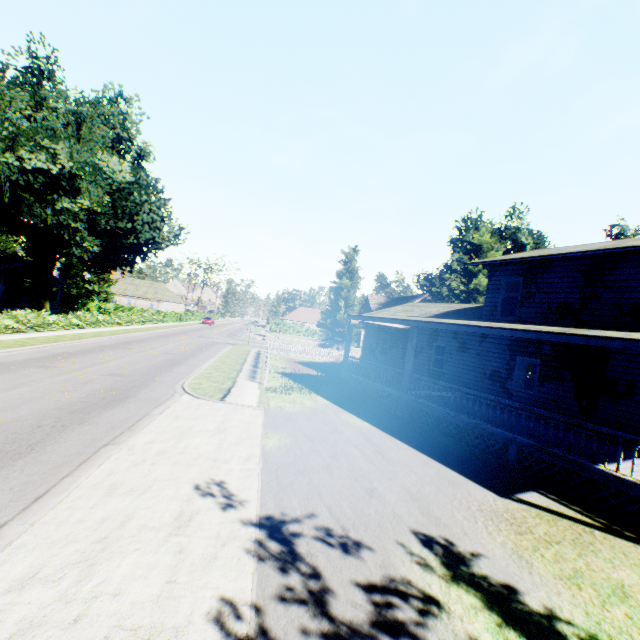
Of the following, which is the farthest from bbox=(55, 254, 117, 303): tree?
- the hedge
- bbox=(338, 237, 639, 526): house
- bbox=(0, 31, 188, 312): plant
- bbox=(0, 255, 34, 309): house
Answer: bbox=(338, 237, 639, 526): house

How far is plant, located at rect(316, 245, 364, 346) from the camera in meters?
47.2

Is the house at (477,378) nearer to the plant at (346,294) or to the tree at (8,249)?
the plant at (346,294)

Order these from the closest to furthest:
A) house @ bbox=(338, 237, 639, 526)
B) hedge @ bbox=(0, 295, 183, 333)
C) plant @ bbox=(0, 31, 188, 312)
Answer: house @ bbox=(338, 237, 639, 526) < hedge @ bbox=(0, 295, 183, 333) < plant @ bbox=(0, 31, 188, 312)

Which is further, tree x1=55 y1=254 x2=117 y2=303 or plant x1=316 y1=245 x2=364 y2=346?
tree x1=55 y1=254 x2=117 y2=303

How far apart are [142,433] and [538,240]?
63.1 meters

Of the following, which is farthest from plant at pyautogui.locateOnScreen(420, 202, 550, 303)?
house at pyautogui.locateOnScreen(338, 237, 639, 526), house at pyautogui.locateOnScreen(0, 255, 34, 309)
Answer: house at pyautogui.locateOnScreen(0, 255, 34, 309)

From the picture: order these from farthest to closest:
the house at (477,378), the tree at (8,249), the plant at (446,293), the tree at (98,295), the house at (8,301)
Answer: the tree at (98,295), the tree at (8,249), the house at (8,301), the plant at (446,293), the house at (477,378)
